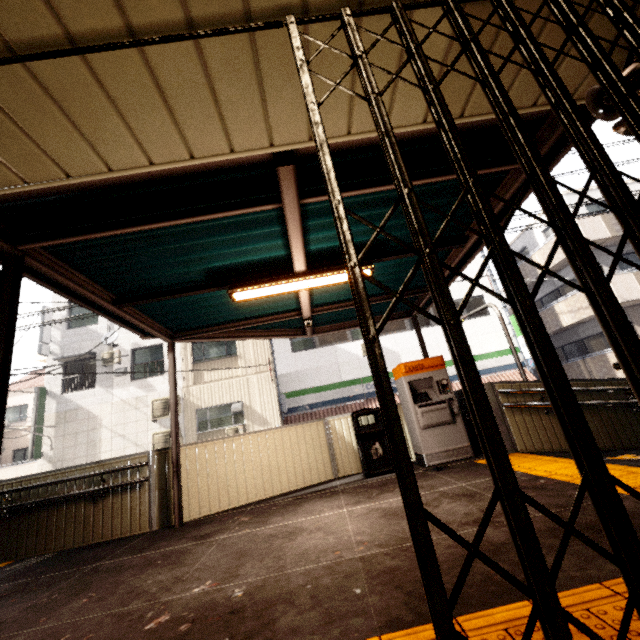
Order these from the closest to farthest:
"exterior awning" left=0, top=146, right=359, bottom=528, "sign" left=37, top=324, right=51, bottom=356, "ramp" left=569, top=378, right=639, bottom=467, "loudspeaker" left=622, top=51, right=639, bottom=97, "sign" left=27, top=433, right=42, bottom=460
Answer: "loudspeaker" left=622, top=51, right=639, bottom=97 → "exterior awning" left=0, top=146, right=359, bottom=528 → "ramp" left=569, top=378, right=639, bottom=467 → "sign" left=27, top=433, right=42, bottom=460 → "sign" left=37, top=324, right=51, bottom=356

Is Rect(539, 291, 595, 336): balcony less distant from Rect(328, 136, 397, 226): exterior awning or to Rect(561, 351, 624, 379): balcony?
Rect(561, 351, 624, 379): balcony

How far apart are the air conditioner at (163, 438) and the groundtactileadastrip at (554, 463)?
11.6 meters

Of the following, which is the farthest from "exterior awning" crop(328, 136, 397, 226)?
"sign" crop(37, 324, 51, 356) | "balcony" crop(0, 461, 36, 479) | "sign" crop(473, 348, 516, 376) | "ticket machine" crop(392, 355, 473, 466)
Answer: "balcony" crop(0, 461, 36, 479)

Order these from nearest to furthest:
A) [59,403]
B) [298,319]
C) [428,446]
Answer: [428,446] → [298,319] → [59,403]

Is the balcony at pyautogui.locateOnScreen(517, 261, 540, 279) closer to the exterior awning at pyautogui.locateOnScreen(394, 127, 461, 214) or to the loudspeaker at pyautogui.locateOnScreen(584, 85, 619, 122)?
the exterior awning at pyautogui.locateOnScreen(394, 127, 461, 214)

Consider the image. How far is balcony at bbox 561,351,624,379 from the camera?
14.2 meters

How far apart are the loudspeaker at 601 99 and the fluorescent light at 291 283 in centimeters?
247cm
